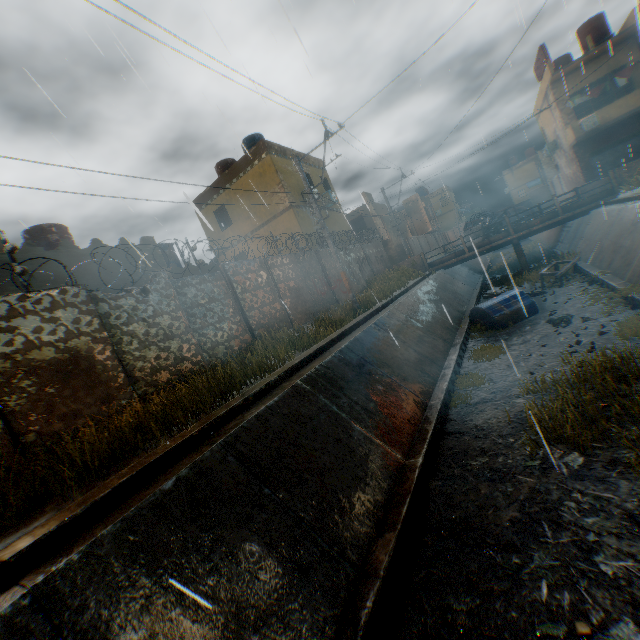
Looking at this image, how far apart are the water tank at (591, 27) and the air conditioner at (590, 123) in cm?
573

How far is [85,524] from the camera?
3.6 meters

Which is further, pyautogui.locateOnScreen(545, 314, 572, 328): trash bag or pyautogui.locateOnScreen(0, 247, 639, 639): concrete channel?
pyautogui.locateOnScreen(545, 314, 572, 328): trash bag

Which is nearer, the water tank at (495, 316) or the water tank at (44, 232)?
the water tank at (495, 316)

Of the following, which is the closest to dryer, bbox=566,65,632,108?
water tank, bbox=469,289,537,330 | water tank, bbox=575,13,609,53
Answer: water tank, bbox=575,13,609,53

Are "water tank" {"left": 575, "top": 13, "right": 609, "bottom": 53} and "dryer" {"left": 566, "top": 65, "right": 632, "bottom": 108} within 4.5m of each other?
yes

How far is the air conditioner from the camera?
21.6m

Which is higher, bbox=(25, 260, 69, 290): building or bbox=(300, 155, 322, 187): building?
bbox=(300, 155, 322, 187): building
